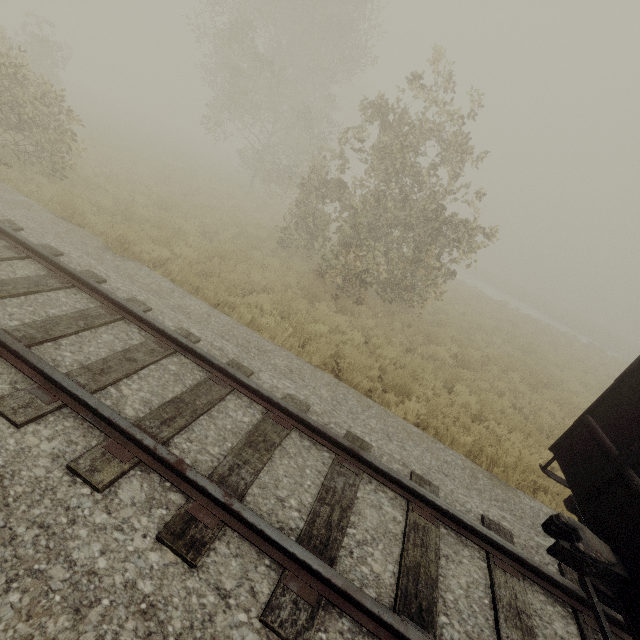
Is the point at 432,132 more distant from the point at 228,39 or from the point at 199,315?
the point at 228,39
